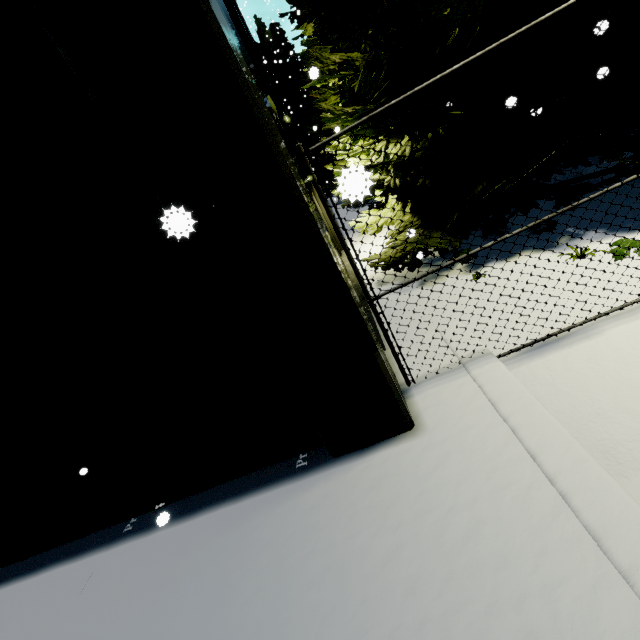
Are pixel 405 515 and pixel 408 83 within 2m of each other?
no
